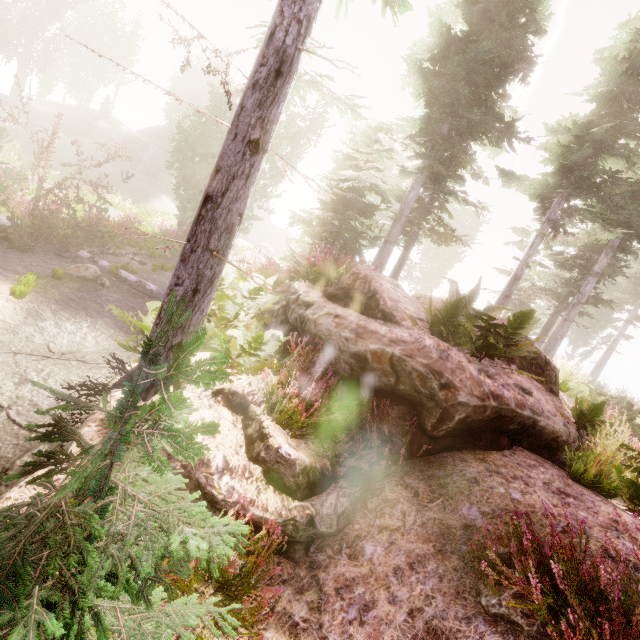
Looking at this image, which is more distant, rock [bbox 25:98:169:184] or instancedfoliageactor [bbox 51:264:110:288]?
rock [bbox 25:98:169:184]

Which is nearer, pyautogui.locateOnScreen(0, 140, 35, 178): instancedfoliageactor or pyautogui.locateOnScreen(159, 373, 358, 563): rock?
pyautogui.locateOnScreen(159, 373, 358, 563): rock

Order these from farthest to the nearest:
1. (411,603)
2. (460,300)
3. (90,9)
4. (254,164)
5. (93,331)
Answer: (90,9), (93,331), (460,300), (254,164), (411,603)

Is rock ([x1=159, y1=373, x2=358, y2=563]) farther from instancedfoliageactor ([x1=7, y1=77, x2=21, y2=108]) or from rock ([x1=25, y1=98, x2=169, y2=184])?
rock ([x1=25, y1=98, x2=169, y2=184])

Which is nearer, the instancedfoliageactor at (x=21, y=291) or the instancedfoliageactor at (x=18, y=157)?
the instancedfoliageactor at (x=21, y=291)

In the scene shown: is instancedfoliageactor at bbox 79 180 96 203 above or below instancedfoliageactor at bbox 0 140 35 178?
below

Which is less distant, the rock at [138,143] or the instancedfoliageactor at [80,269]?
the instancedfoliageactor at [80,269]

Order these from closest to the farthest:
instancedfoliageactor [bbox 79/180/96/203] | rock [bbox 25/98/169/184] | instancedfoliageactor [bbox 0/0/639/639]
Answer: instancedfoliageactor [bbox 0/0/639/639], instancedfoliageactor [bbox 79/180/96/203], rock [bbox 25/98/169/184]
